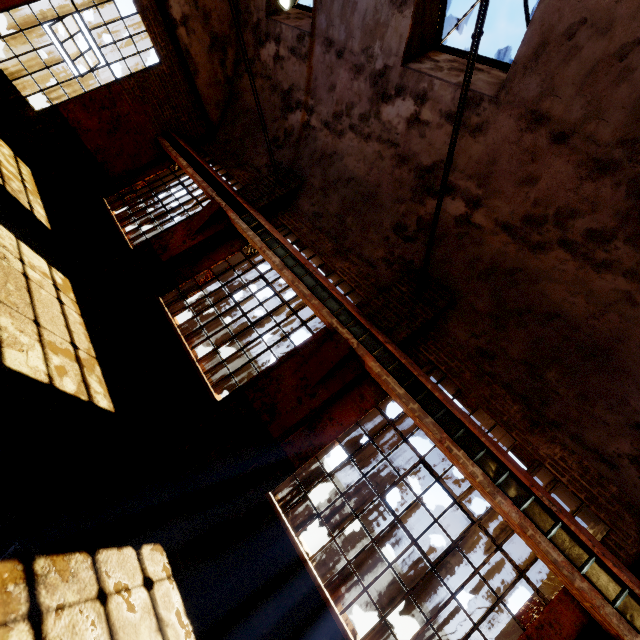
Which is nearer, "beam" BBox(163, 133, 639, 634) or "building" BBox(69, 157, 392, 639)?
"beam" BBox(163, 133, 639, 634)

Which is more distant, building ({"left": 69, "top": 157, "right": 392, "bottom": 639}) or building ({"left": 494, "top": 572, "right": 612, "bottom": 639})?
building ({"left": 69, "top": 157, "right": 392, "bottom": 639})

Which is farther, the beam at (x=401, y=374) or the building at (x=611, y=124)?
the building at (x=611, y=124)

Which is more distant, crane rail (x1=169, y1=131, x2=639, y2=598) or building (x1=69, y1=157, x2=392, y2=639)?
building (x1=69, y1=157, x2=392, y2=639)

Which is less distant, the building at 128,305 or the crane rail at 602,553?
the crane rail at 602,553

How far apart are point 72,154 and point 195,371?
7.92m

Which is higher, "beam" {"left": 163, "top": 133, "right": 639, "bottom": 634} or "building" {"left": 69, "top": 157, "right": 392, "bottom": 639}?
"beam" {"left": 163, "top": 133, "right": 639, "bottom": 634}
